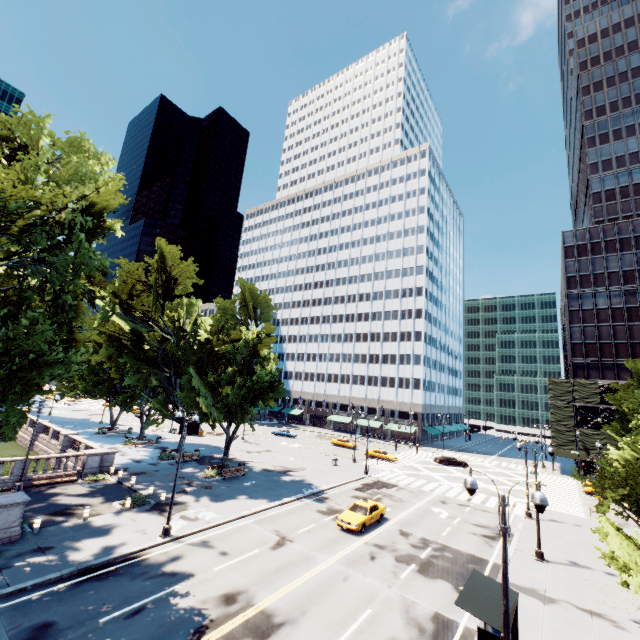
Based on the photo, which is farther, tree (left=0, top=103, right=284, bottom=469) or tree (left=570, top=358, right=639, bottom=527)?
tree (left=570, top=358, right=639, bottom=527)

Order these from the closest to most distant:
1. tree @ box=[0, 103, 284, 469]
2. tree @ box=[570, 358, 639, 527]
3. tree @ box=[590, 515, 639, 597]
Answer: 1. tree @ box=[590, 515, 639, 597]
2. tree @ box=[0, 103, 284, 469]
3. tree @ box=[570, 358, 639, 527]

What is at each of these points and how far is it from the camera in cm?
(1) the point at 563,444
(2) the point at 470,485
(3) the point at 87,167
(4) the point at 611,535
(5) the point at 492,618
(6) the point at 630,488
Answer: (1) scaffolding, 5338
(2) light, 1038
(3) tree, 1686
(4) tree, 1517
(5) bus stop, 1124
(6) tree, 1675

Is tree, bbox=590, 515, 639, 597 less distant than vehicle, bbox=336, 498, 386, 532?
Yes

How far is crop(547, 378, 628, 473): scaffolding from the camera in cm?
5116

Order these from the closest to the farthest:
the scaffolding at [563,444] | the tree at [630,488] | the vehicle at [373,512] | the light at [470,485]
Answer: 1. the light at [470,485]
2. the tree at [630,488]
3. the vehicle at [373,512]
4. the scaffolding at [563,444]

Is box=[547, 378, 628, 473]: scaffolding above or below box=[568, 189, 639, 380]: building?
below

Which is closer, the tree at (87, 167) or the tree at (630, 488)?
the tree at (87, 167)
